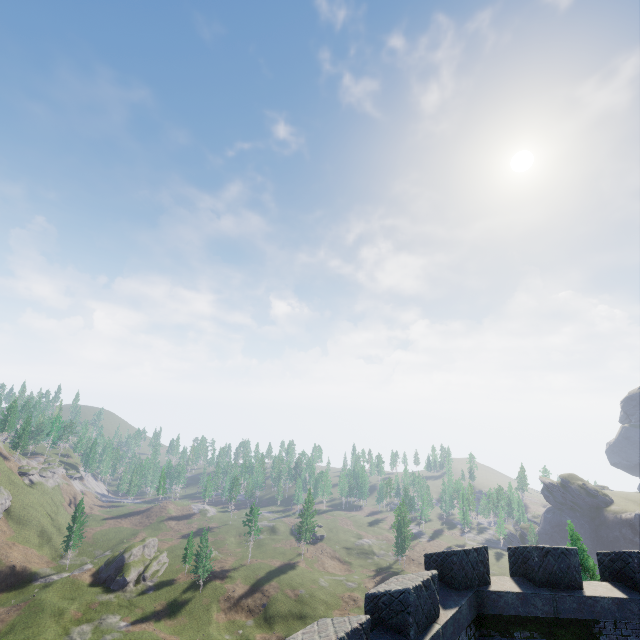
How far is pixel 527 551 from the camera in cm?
970
